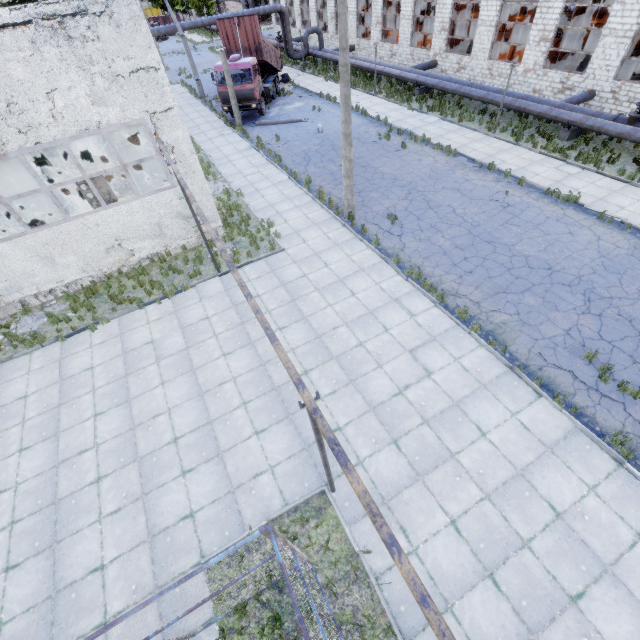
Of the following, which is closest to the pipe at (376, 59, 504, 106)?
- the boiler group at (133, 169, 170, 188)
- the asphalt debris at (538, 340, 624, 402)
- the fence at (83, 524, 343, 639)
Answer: the asphalt debris at (538, 340, 624, 402)

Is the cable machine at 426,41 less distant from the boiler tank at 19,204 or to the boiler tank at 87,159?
the boiler tank at 87,159

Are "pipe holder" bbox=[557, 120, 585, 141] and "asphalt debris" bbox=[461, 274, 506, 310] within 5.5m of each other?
no

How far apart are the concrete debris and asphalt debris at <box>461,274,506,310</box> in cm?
1484

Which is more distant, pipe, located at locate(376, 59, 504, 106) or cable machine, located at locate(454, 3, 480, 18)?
cable machine, located at locate(454, 3, 480, 18)

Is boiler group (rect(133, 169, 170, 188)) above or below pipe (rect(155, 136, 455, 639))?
below

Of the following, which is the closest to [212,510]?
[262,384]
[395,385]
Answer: [262,384]

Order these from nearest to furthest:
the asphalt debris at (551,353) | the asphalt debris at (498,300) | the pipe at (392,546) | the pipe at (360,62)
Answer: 1. the pipe at (392,546)
2. the asphalt debris at (551,353)
3. the asphalt debris at (498,300)
4. the pipe at (360,62)
